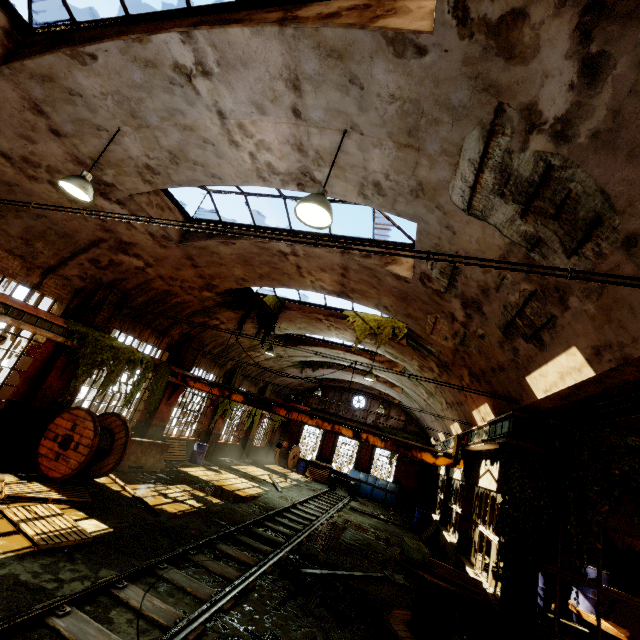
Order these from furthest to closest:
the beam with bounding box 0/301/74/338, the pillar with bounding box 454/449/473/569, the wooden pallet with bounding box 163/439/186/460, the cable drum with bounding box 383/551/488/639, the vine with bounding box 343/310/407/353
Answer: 1. the wooden pallet with bounding box 163/439/186/460
2. the vine with bounding box 343/310/407/353
3. the pillar with bounding box 454/449/473/569
4. the beam with bounding box 0/301/74/338
5. the cable drum with bounding box 383/551/488/639

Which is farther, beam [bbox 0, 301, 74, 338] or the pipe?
beam [bbox 0, 301, 74, 338]

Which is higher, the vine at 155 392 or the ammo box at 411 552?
the vine at 155 392

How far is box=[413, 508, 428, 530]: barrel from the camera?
18.1 meters

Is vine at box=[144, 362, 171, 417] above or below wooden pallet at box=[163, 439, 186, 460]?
above

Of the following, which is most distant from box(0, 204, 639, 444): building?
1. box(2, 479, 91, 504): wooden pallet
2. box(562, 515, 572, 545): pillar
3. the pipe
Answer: box(562, 515, 572, 545): pillar

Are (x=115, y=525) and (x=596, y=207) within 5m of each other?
Result: no

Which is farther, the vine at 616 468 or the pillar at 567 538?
the pillar at 567 538
